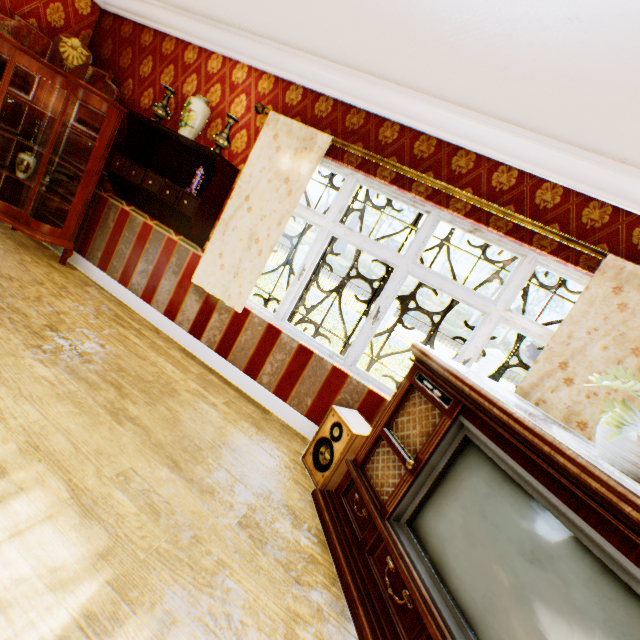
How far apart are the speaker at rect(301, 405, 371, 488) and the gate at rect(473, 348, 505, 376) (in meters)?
14.57

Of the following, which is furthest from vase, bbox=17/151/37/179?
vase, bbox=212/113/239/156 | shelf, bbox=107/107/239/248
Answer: vase, bbox=212/113/239/156

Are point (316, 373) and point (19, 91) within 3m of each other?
no

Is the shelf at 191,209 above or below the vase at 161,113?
below

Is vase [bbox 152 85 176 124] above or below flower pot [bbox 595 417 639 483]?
above

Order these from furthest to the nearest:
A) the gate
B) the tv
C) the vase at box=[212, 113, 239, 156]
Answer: the gate < the vase at box=[212, 113, 239, 156] < the tv

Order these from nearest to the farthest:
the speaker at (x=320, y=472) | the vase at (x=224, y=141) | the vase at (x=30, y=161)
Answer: the speaker at (x=320, y=472) < the vase at (x=224, y=141) < the vase at (x=30, y=161)

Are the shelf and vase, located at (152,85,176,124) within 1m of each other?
yes
